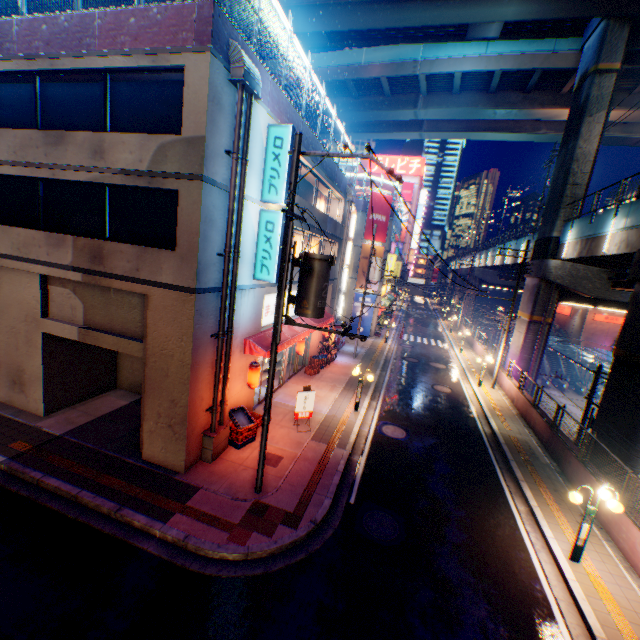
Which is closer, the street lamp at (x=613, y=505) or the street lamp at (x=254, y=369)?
the street lamp at (x=613, y=505)

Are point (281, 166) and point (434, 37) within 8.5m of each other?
no

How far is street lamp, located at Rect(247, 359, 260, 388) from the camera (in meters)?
12.05

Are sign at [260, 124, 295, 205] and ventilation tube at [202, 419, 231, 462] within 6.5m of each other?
no

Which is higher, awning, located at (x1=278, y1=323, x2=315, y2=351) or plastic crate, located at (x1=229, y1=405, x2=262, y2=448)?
awning, located at (x1=278, y1=323, x2=315, y2=351)

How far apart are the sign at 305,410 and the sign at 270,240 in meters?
4.4

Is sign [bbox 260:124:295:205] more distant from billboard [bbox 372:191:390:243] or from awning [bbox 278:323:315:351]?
billboard [bbox 372:191:390:243]

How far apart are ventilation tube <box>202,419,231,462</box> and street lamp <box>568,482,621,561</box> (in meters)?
10.20
